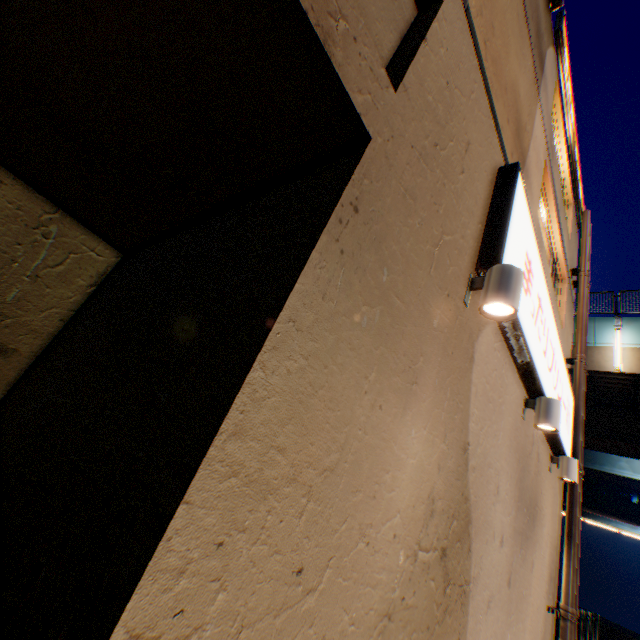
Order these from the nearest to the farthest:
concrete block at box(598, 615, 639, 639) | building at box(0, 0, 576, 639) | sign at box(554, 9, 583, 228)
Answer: building at box(0, 0, 576, 639)
sign at box(554, 9, 583, 228)
concrete block at box(598, 615, 639, 639)

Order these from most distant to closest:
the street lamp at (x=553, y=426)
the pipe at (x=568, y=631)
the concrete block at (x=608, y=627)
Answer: the concrete block at (x=608, y=627), the pipe at (x=568, y=631), the street lamp at (x=553, y=426)

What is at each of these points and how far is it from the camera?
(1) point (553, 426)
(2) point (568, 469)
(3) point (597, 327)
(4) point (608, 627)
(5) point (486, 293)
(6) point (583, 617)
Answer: (1) street lamp, 4.17m
(2) street lamp, 5.84m
(3) overpass support, 13.48m
(4) concrete block, 14.23m
(5) street lamp, 2.68m
(6) metal fence, 8.45m

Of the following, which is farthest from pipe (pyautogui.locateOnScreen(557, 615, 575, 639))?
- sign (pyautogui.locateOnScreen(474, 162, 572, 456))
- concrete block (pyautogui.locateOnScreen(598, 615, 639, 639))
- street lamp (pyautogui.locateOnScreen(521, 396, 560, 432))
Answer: concrete block (pyautogui.locateOnScreen(598, 615, 639, 639))

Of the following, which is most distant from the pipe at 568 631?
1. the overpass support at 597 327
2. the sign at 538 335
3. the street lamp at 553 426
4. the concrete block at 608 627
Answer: the concrete block at 608 627

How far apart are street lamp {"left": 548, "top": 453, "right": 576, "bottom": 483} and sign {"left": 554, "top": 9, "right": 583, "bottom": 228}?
7.84m

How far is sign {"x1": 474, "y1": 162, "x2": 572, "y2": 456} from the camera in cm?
311

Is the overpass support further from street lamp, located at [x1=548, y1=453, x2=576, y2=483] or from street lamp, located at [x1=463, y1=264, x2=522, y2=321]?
street lamp, located at [x1=463, y1=264, x2=522, y2=321]
